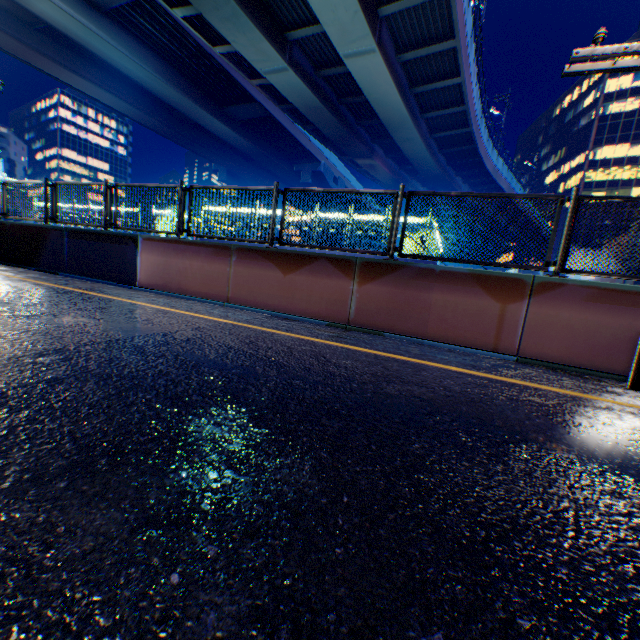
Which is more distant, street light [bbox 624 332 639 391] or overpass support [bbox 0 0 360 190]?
overpass support [bbox 0 0 360 190]

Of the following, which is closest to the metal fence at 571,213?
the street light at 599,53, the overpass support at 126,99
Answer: the overpass support at 126,99

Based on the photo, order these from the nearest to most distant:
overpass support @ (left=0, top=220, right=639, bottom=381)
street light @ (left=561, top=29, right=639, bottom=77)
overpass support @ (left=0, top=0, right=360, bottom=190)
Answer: street light @ (left=561, top=29, right=639, bottom=77) → overpass support @ (left=0, top=220, right=639, bottom=381) → overpass support @ (left=0, top=0, right=360, bottom=190)

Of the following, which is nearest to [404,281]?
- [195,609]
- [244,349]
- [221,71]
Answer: [244,349]

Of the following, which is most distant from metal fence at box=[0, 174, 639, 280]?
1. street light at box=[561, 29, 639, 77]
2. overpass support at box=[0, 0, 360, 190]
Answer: street light at box=[561, 29, 639, 77]

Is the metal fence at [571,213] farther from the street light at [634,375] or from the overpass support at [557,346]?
the street light at [634,375]
